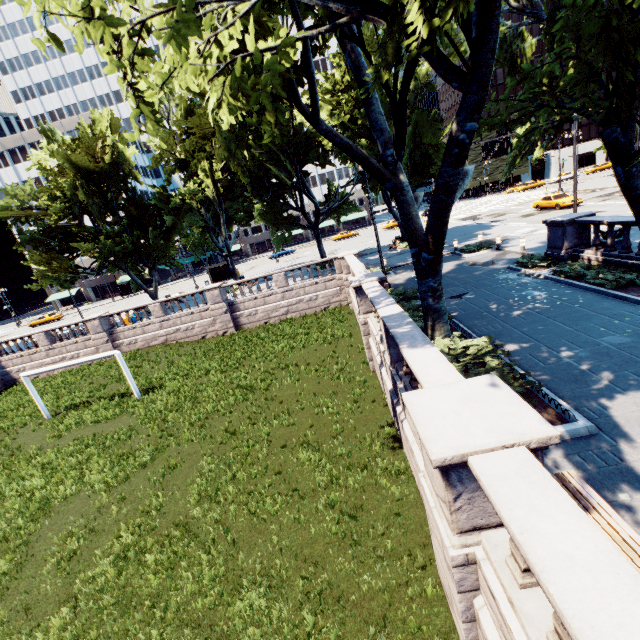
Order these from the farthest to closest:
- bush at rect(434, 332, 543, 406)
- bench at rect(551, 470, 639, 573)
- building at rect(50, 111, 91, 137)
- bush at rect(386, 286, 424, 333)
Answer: building at rect(50, 111, 91, 137), bush at rect(386, 286, 424, 333), bush at rect(434, 332, 543, 406), bench at rect(551, 470, 639, 573)

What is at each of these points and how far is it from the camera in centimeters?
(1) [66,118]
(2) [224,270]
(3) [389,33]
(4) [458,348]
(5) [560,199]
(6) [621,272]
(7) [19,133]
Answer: (1) building, 5838cm
(2) bus stop, 4447cm
(3) tree, 578cm
(4) bush, 967cm
(5) vehicle, 3142cm
(6) bush, 1227cm
(7) building, 5912cm

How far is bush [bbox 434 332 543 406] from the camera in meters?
7.6 m

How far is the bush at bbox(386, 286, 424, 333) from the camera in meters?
12.6 m

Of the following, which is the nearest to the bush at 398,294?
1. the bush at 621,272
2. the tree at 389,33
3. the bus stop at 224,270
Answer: the tree at 389,33

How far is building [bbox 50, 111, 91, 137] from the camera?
58.28m

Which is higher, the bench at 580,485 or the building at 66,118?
the building at 66,118

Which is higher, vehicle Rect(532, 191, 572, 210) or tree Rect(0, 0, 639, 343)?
tree Rect(0, 0, 639, 343)
